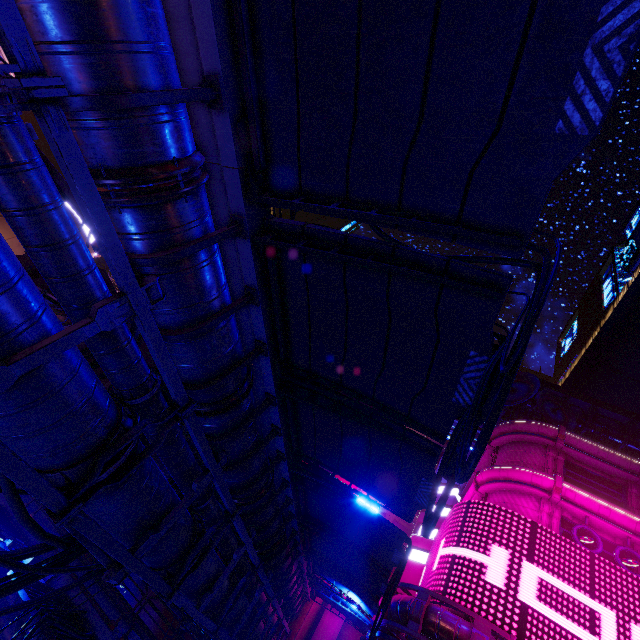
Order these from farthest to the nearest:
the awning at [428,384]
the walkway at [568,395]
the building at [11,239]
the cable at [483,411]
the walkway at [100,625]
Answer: the walkway at [568,395]
the building at [11,239]
the walkway at [100,625]
the awning at [428,384]
the cable at [483,411]

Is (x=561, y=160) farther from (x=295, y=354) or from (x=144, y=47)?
(x=295, y=354)

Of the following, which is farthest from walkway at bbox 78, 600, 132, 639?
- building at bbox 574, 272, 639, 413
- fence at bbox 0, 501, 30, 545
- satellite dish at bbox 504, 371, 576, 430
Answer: satellite dish at bbox 504, 371, 576, 430

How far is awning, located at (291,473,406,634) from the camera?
11.17m

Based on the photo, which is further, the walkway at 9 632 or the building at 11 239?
the building at 11 239

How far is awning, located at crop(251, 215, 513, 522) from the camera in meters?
5.0

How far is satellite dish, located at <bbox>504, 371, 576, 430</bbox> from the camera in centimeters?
2717cm

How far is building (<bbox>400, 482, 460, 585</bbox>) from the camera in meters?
30.5 m
